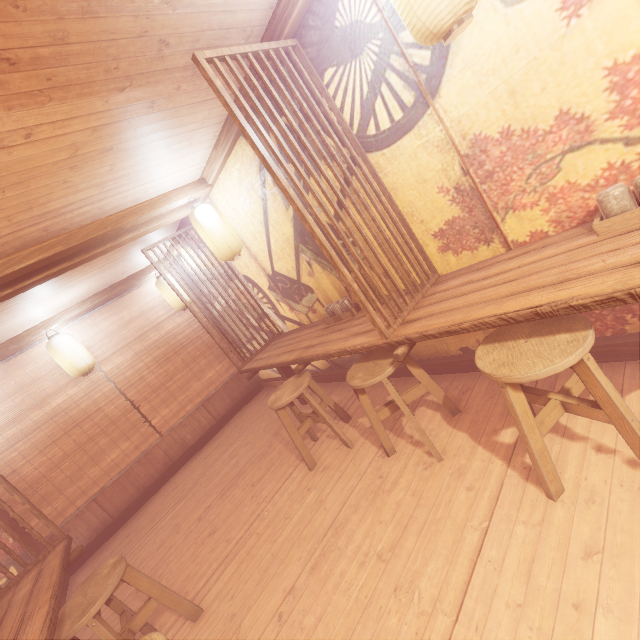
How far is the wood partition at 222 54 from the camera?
3.3 meters

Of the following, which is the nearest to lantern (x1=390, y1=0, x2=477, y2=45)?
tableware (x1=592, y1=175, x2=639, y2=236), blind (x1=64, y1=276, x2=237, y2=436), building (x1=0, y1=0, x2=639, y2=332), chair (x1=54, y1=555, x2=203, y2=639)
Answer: building (x1=0, y1=0, x2=639, y2=332)

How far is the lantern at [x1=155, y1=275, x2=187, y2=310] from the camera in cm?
941

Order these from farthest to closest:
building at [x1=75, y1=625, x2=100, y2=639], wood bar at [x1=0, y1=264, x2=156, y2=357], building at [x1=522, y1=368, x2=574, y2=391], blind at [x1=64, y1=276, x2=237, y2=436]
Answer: blind at [x1=64, y1=276, x2=237, y2=436]
wood bar at [x1=0, y1=264, x2=156, y2=357]
building at [x1=75, y1=625, x2=100, y2=639]
building at [x1=522, y1=368, x2=574, y2=391]

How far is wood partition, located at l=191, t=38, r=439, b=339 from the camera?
3.27m

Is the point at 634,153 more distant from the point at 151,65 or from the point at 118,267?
the point at 118,267

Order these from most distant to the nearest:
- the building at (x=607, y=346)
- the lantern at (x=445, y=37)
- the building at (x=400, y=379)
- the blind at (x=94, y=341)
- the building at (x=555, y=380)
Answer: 1. the blind at (x=94, y=341)
2. the building at (x=400, y=379)
3. the building at (x=555, y=380)
4. the building at (x=607, y=346)
5. the lantern at (x=445, y=37)

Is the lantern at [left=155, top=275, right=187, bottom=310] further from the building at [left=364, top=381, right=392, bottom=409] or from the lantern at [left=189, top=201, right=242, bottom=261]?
the lantern at [left=189, top=201, right=242, bottom=261]
